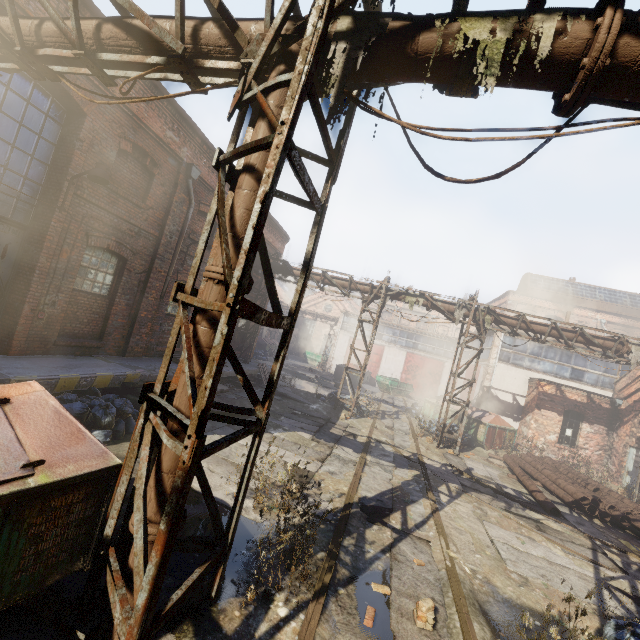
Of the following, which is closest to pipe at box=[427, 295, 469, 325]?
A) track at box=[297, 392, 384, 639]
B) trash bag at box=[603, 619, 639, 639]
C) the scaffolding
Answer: the scaffolding

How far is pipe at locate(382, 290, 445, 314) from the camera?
14.49m

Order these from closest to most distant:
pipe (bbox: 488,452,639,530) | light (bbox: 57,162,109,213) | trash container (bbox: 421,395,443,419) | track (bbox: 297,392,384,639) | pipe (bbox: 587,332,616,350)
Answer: track (bbox: 297,392,384,639)
light (bbox: 57,162,109,213)
pipe (bbox: 488,452,639,530)
pipe (bbox: 587,332,616,350)
trash container (bbox: 421,395,443,419)

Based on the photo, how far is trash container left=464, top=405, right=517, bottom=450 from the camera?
15.77m

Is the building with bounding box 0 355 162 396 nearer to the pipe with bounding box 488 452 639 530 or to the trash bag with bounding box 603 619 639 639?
the trash bag with bounding box 603 619 639 639

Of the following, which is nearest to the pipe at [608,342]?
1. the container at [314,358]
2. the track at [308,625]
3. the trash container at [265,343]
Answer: the track at [308,625]

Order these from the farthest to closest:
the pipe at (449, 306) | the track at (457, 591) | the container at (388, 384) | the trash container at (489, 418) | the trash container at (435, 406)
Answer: the container at (388, 384) < the trash container at (435, 406) < the trash container at (489, 418) < the pipe at (449, 306) < the track at (457, 591)

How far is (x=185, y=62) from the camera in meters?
3.4
